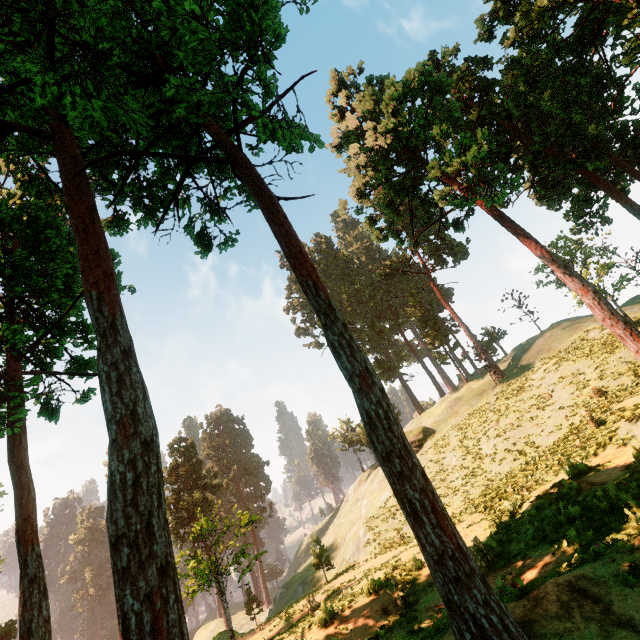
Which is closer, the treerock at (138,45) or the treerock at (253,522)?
the treerock at (138,45)

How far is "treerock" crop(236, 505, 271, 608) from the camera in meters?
18.8 m

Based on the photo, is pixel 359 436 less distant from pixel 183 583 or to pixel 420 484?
pixel 183 583

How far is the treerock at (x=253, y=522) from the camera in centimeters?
1879cm

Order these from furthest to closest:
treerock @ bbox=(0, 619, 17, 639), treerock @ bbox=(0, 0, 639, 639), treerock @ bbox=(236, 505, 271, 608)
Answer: treerock @ bbox=(0, 619, 17, 639) → treerock @ bbox=(236, 505, 271, 608) → treerock @ bbox=(0, 0, 639, 639)

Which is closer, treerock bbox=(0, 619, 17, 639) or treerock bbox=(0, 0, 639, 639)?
treerock bbox=(0, 0, 639, 639)
